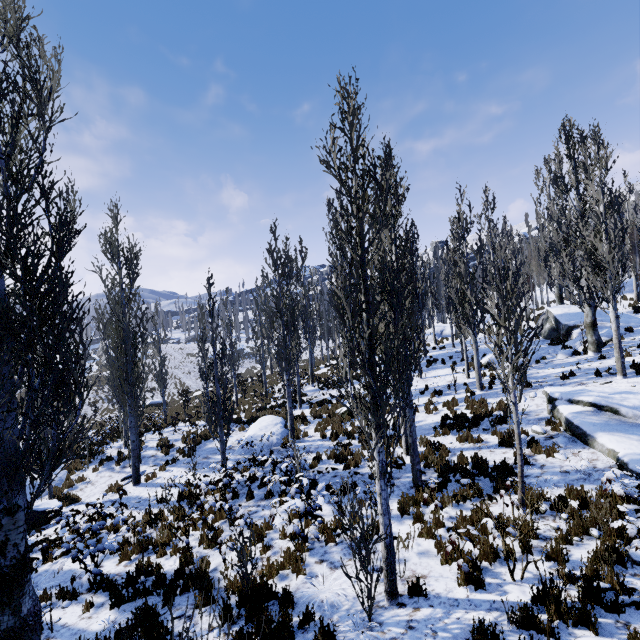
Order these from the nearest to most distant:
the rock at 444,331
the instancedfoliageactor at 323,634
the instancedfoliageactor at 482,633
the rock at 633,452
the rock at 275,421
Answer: the instancedfoliageactor at 482,633 < the instancedfoliageactor at 323,634 < the rock at 633,452 < the rock at 275,421 < the rock at 444,331

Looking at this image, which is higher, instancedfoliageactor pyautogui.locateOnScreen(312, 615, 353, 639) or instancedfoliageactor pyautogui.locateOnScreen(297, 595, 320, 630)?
instancedfoliageactor pyautogui.locateOnScreen(312, 615, 353, 639)

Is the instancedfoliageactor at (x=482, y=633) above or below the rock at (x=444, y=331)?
below

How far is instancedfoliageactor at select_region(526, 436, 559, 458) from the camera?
9.30m

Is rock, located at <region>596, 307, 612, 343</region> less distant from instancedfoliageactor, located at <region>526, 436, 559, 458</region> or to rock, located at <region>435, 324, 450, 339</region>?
instancedfoliageactor, located at <region>526, 436, 559, 458</region>

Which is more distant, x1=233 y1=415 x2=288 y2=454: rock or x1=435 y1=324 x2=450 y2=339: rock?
x1=435 y1=324 x2=450 y2=339: rock

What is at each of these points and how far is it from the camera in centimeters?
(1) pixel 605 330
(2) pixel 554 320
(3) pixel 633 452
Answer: (1) rock, 1816cm
(2) rock, 2208cm
(3) rock, 797cm

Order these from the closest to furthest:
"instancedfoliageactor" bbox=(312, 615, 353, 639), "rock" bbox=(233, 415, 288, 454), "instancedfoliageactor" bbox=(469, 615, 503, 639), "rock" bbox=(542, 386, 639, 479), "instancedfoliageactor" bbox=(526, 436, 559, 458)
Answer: "instancedfoliageactor" bbox=(469, 615, 503, 639) → "instancedfoliageactor" bbox=(312, 615, 353, 639) → "rock" bbox=(542, 386, 639, 479) → "instancedfoliageactor" bbox=(526, 436, 559, 458) → "rock" bbox=(233, 415, 288, 454)
